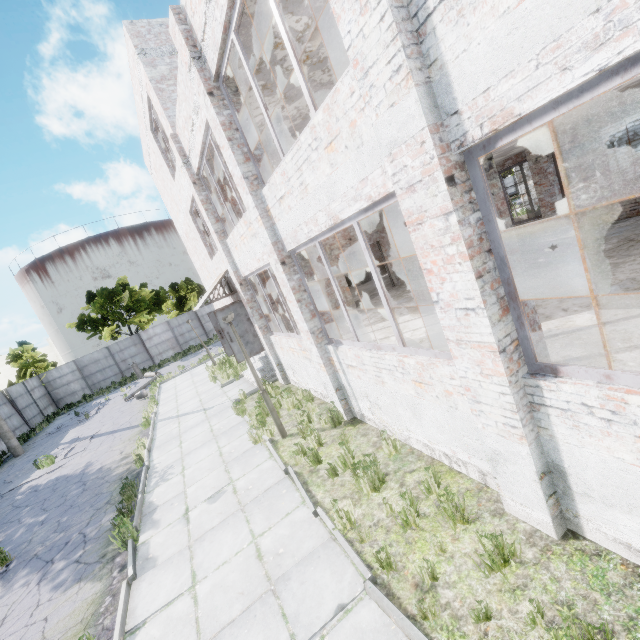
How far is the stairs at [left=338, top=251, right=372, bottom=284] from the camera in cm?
1984

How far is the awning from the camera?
24.1 meters

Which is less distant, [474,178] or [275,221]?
[474,178]

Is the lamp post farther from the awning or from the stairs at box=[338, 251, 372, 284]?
the awning

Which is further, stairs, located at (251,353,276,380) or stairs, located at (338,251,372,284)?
stairs, located at (338,251,372,284)

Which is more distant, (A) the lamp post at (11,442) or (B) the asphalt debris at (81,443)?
(A) the lamp post at (11,442)

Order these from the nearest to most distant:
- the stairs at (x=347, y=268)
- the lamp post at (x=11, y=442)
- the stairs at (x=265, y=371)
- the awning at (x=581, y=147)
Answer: the stairs at (x=265, y=371)
the lamp post at (x=11, y=442)
the stairs at (x=347, y=268)
the awning at (x=581, y=147)

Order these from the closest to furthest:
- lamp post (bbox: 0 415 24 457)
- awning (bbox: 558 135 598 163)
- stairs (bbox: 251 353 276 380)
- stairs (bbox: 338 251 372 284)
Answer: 1. stairs (bbox: 251 353 276 380)
2. lamp post (bbox: 0 415 24 457)
3. stairs (bbox: 338 251 372 284)
4. awning (bbox: 558 135 598 163)
